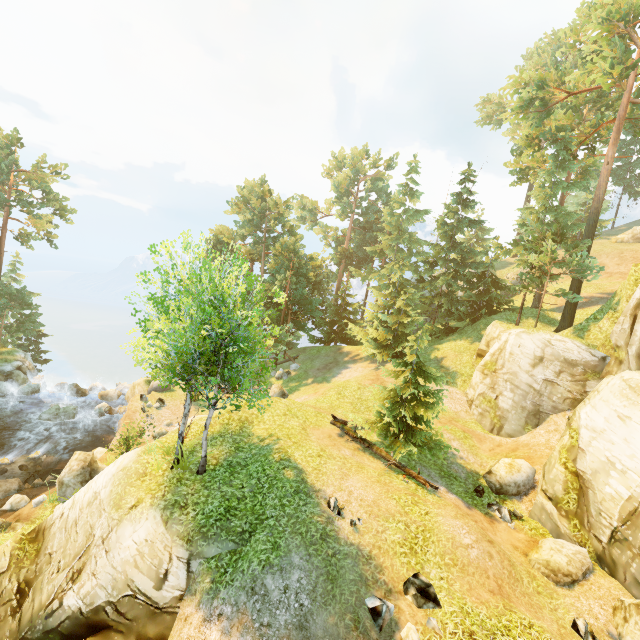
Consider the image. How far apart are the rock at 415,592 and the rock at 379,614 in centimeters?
51cm

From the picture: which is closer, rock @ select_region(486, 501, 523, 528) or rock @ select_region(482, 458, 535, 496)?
rock @ select_region(486, 501, 523, 528)

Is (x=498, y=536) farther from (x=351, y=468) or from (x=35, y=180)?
(x=35, y=180)

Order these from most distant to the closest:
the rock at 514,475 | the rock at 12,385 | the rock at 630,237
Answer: the rock at 630,237 < the rock at 12,385 < the rock at 514,475

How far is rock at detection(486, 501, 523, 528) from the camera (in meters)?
13.90

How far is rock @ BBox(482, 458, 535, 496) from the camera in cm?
1572

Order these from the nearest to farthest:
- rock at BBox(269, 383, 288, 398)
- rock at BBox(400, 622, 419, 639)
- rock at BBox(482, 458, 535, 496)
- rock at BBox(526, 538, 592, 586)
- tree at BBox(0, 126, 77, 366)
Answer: rock at BBox(400, 622, 419, 639) → rock at BBox(526, 538, 592, 586) → rock at BBox(482, 458, 535, 496) → rock at BBox(269, 383, 288, 398) → tree at BBox(0, 126, 77, 366)

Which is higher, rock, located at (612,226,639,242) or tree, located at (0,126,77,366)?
rock, located at (612,226,639,242)
